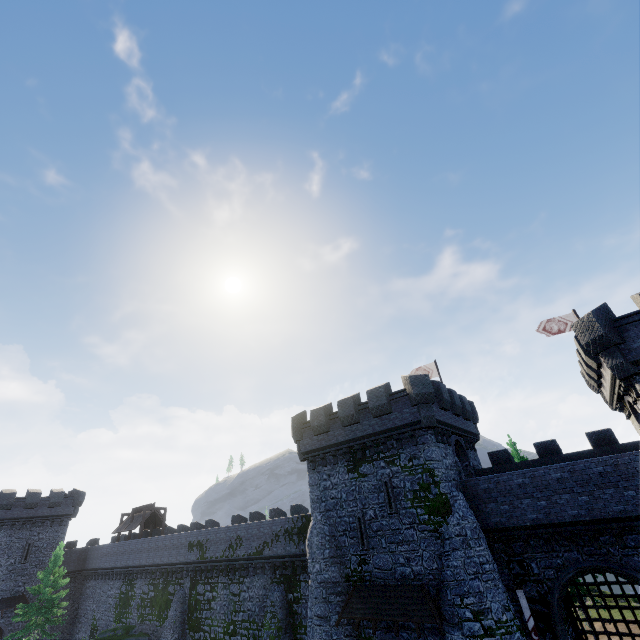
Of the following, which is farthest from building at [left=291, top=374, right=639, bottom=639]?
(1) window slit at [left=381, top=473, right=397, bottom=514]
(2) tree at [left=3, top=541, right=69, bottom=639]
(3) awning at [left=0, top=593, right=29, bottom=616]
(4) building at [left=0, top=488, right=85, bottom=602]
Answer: (3) awning at [left=0, top=593, right=29, bottom=616]

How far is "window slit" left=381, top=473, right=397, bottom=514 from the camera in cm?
1895

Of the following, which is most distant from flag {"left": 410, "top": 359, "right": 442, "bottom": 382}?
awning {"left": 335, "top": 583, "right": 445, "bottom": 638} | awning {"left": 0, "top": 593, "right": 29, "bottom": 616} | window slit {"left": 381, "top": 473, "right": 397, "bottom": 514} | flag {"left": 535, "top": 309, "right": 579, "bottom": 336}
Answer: awning {"left": 0, "top": 593, "right": 29, "bottom": 616}

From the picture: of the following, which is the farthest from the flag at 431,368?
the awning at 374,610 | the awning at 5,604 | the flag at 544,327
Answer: the awning at 5,604

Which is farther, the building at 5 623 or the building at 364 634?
the building at 5 623

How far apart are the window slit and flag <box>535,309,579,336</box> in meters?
16.1 m

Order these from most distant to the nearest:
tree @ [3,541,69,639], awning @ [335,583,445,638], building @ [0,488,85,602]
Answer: building @ [0,488,85,602]
tree @ [3,541,69,639]
awning @ [335,583,445,638]

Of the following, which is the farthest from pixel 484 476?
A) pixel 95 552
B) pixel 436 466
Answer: pixel 95 552
